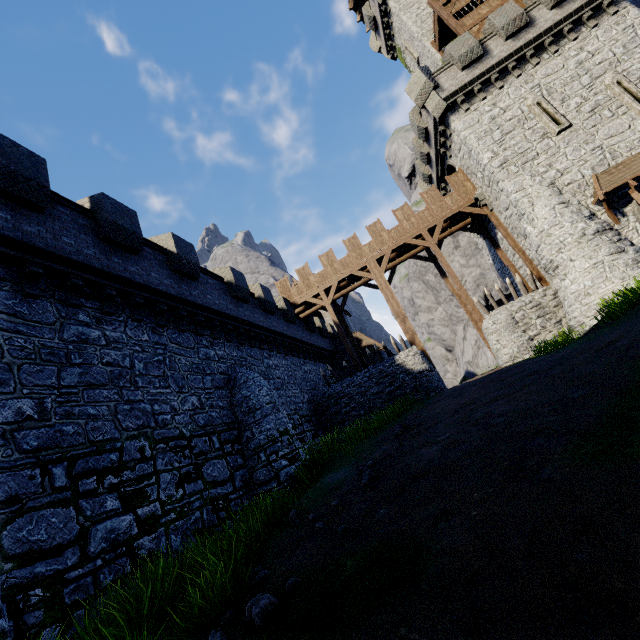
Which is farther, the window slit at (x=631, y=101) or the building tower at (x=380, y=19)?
the building tower at (x=380, y=19)

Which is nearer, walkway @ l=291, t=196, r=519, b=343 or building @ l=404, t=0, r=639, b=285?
building @ l=404, t=0, r=639, b=285

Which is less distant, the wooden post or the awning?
the awning

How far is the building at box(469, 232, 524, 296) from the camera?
22.66m

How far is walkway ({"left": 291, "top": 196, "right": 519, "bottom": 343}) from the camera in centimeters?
2050cm

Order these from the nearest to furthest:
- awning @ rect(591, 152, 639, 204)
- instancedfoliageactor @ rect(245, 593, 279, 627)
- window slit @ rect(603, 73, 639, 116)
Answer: instancedfoliageactor @ rect(245, 593, 279, 627), awning @ rect(591, 152, 639, 204), window slit @ rect(603, 73, 639, 116)

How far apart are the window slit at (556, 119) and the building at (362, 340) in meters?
19.2 m

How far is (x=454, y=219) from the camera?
22.0m
